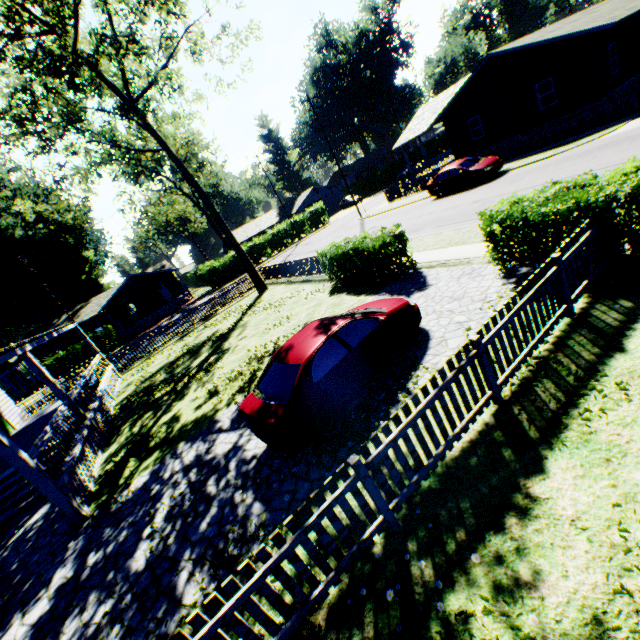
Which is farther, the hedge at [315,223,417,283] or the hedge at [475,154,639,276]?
the hedge at [315,223,417,283]

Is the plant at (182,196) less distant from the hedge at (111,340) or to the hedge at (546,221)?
the hedge at (111,340)

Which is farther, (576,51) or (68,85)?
(576,51)

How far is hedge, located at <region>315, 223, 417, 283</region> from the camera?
11.7 meters

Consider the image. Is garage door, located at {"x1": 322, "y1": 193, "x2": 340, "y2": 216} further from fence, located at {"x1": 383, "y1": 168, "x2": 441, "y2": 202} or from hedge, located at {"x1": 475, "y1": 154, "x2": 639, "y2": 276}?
hedge, located at {"x1": 475, "y1": 154, "x2": 639, "y2": 276}

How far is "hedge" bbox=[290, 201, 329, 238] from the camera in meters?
45.3 m

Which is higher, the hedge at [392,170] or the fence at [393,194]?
the hedge at [392,170]

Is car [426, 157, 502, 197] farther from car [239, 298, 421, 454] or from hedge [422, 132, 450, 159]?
hedge [422, 132, 450, 159]
